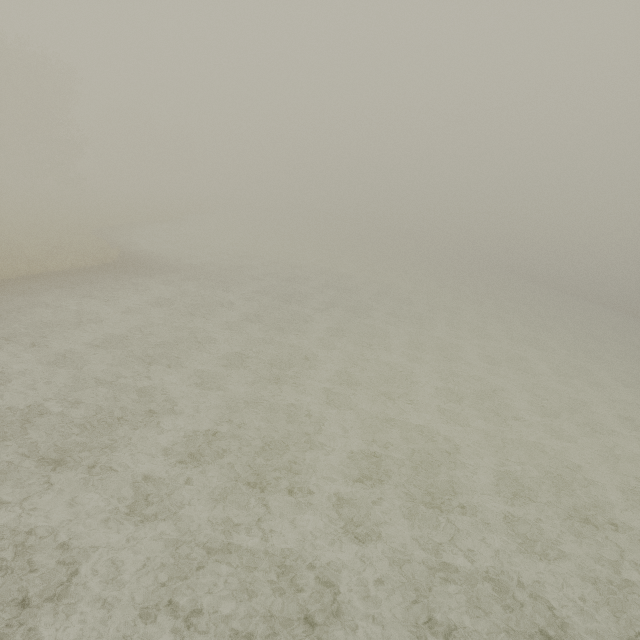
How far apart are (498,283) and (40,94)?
65.4 meters
